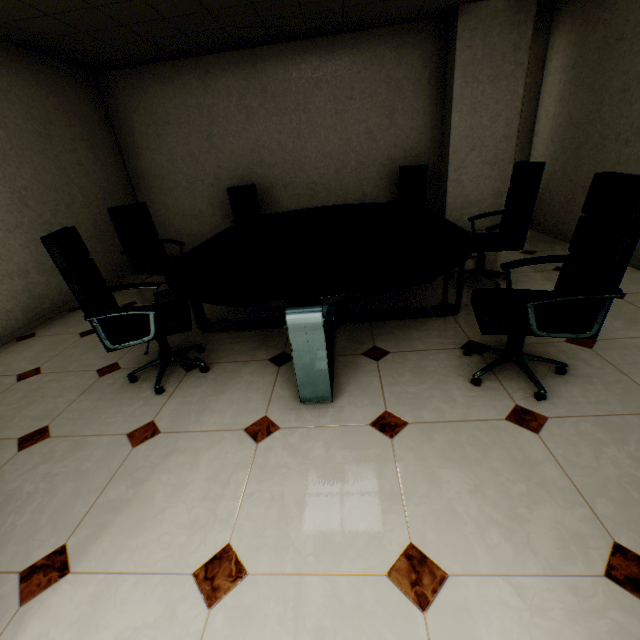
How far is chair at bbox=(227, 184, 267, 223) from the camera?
4.9m

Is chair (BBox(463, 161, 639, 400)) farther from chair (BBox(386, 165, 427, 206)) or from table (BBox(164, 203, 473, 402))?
chair (BBox(386, 165, 427, 206))

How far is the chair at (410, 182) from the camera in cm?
477

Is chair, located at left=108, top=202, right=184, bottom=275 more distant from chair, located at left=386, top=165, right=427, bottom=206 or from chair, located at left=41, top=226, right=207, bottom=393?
chair, located at left=386, top=165, right=427, bottom=206

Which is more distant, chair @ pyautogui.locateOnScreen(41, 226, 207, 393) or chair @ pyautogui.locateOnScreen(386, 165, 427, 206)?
chair @ pyautogui.locateOnScreen(386, 165, 427, 206)

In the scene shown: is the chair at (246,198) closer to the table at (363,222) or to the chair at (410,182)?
the table at (363,222)

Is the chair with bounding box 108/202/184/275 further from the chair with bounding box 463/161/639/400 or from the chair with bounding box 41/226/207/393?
the chair with bounding box 463/161/639/400

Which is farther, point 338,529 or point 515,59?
point 515,59
